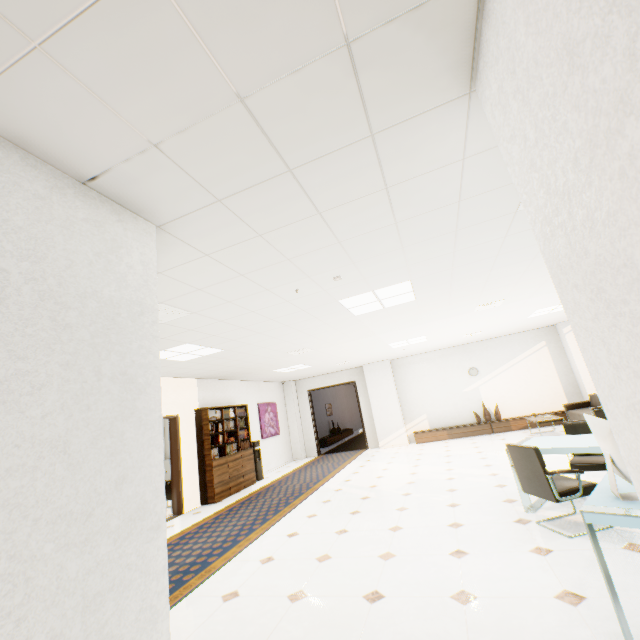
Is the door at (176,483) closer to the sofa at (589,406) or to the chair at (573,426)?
the chair at (573,426)

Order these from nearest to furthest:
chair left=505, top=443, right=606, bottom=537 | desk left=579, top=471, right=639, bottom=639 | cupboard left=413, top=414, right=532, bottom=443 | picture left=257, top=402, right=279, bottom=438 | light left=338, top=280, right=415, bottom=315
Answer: desk left=579, top=471, right=639, bottom=639, chair left=505, top=443, right=606, bottom=537, light left=338, top=280, right=415, bottom=315, cupboard left=413, top=414, right=532, bottom=443, picture left=257, top=402, right=279, bottom=438

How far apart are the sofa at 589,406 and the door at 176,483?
9.6 meters

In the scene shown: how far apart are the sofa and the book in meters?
8.7 m

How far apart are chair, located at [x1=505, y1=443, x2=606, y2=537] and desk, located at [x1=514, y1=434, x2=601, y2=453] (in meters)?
0.11

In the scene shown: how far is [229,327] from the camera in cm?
464

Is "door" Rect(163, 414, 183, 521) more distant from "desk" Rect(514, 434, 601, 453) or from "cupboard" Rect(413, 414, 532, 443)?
"cupboard" Rect(413, 414, 532, 443)

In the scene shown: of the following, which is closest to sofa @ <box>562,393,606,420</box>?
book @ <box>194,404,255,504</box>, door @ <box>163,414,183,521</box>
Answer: book @ <box>194,404,255,504</box>
